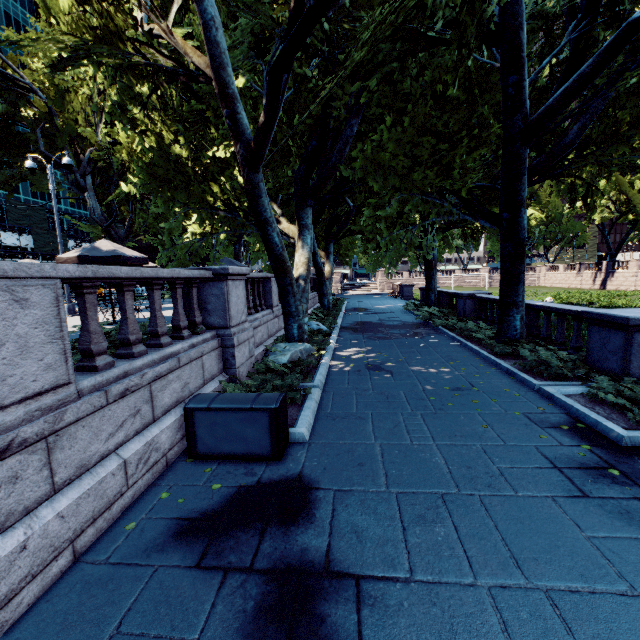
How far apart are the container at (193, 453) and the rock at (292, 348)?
3.0m

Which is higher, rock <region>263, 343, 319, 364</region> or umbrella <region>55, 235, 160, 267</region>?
umbrella <region>55, 235, 160, 267</region>

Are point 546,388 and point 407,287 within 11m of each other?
no

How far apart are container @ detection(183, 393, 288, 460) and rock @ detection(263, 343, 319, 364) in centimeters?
302cm

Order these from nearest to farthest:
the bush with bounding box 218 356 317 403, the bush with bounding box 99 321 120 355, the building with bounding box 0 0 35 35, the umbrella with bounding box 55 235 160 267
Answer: the bush with bounding box 99 321 120 355, the bush with bounding box 218 356 317 403, the umbrella with bounding box 55 235 160 267, the building with bounding box 0 0 35 35

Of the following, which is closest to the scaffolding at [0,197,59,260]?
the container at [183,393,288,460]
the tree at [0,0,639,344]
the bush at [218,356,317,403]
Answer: the tree at [0,0,639,344]

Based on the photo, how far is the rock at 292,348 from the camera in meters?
9.1

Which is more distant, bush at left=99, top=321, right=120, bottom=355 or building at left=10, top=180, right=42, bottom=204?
building at left=10, top=180, right=42, bottom=204
